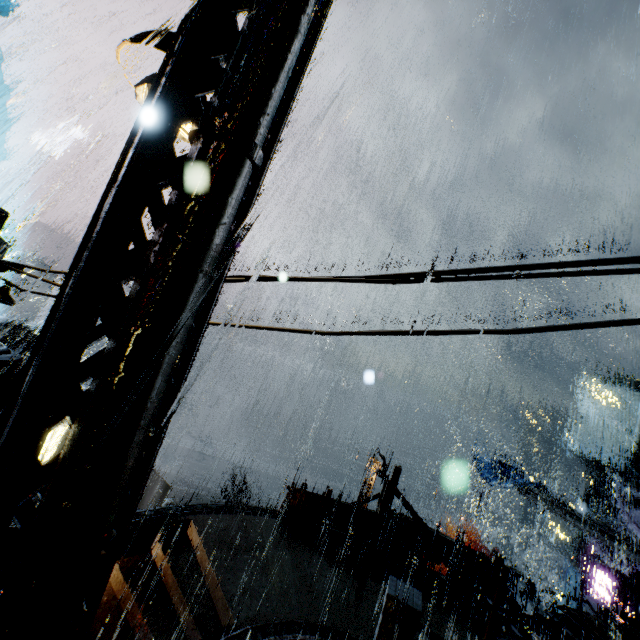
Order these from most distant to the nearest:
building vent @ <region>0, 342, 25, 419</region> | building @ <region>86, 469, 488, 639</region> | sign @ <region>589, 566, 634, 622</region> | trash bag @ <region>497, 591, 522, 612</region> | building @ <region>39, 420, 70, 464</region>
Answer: building @ <region>39, 420, 70, 464</region>
sign @ <region>589, 566, 634, 622</region>
trash bag @ <region>497, 591, 522, 612</region>
building @ <region>86, 469, 488, 639</region>
building vent @ <region>0, 342, 25, 419</region>

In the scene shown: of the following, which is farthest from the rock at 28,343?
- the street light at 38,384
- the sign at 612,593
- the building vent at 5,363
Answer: the sign at 612,593

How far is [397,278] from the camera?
2.4m

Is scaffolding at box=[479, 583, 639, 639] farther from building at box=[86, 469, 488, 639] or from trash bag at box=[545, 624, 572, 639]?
trash bag at box=[545, 624, 572, 639]

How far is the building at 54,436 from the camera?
25.73m

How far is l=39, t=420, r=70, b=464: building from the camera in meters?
25.7

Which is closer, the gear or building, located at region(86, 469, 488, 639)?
building, located at region(86, 469, 488, 639)

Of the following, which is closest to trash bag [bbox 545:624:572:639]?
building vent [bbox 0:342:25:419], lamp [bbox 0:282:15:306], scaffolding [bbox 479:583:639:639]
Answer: scaffolding [bbox 479:583:639:639]
